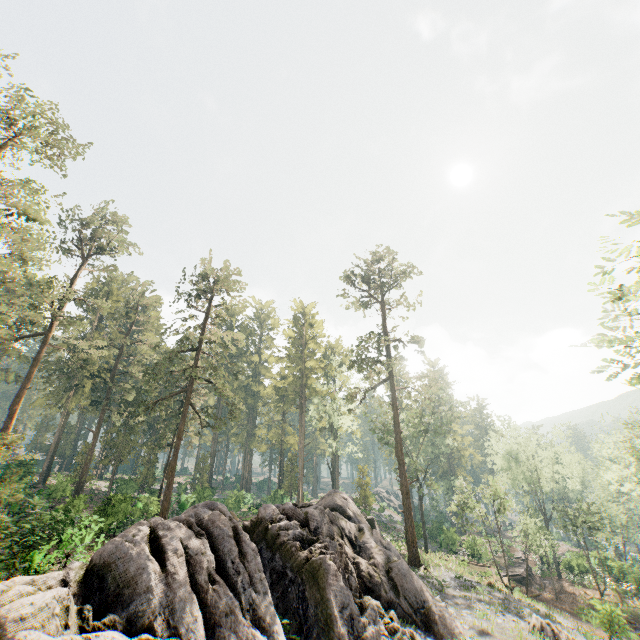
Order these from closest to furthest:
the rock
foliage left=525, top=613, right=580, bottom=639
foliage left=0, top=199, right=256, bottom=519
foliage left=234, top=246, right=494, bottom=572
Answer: the rock
foliage left=525, top=613, right=580, bottom=639
foliage left=0, top=199, right=256, bottom=519
foliage left=234, top=246, right=494, bottom=572

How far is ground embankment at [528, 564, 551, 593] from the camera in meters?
35.6 m

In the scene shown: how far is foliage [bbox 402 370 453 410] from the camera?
35.66m

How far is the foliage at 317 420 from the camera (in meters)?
32.75

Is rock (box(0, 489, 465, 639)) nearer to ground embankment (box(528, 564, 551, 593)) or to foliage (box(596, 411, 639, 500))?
foliage (box(596, 411, 639, 500))

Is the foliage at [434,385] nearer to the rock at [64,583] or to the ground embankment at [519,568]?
the rock at [64,583]

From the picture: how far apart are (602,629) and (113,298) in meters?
66.2 m
